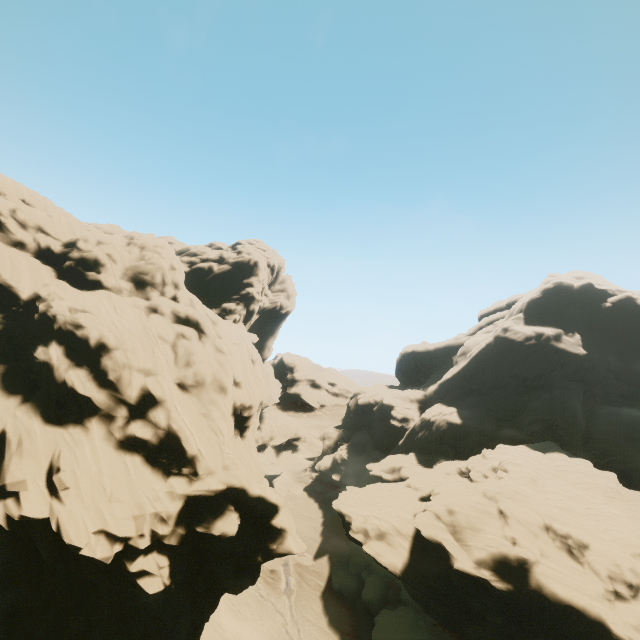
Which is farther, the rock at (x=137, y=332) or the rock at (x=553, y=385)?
the rock at (x=553, y=385)

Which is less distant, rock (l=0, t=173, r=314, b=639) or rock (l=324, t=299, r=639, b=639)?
rock (l=0, t=173, r=314, b=639)

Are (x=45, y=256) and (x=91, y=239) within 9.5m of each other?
yes
